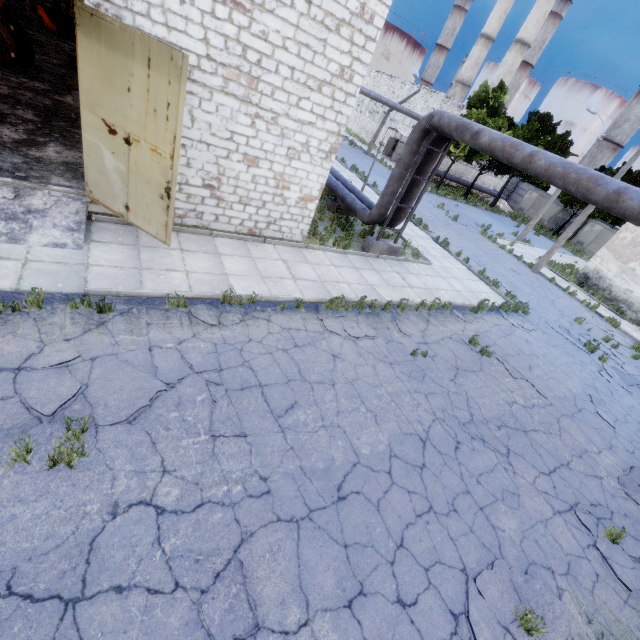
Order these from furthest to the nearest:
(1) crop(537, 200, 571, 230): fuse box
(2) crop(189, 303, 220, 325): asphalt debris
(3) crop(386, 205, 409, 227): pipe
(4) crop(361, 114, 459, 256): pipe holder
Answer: (1) crop(537, 200, 571, 230): fuse box, (3) crop(386, 205, 409, 227): pipe, (4) crop(361, 114, 459, 256): pipe holder, (2) crop(189, 303, 220, 325): asphalt debris

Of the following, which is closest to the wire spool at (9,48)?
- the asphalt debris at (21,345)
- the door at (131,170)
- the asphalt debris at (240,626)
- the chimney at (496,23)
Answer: the door at (131,170)

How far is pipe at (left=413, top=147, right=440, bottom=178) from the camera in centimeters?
1181cm

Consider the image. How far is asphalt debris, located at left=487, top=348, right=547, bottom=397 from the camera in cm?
983

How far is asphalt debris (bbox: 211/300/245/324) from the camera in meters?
7.2 m

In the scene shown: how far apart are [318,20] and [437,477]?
10.5 meters

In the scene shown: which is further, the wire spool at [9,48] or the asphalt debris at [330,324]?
the wire spool at [9,48]

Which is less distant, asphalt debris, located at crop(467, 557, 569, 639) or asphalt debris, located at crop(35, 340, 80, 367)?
asphalt debris, located at crop(467, 557, 569, 639)
